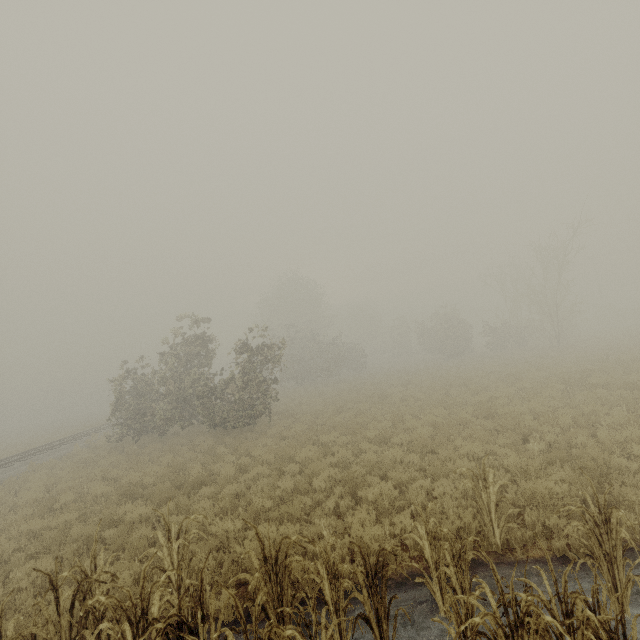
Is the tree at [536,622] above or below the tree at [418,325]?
below

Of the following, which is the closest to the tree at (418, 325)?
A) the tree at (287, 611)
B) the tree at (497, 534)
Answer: the tree at (497, 534)

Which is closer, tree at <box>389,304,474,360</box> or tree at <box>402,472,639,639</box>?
tree at <box>402,472,639,639</box>

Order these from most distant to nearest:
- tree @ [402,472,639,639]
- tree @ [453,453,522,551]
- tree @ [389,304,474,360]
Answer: tree @ [389,304,474,360] < tree @ [453,453,522,551] < tree @ [402,472,639,639]

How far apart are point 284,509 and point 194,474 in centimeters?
533cm

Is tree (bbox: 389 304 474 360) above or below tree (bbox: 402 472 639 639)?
above

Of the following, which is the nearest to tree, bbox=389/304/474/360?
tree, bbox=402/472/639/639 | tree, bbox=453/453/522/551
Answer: tree, bbox=453/453/522/551

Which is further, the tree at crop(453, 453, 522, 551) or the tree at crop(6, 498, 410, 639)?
the tree at crop(453, 453, 522, 551)
